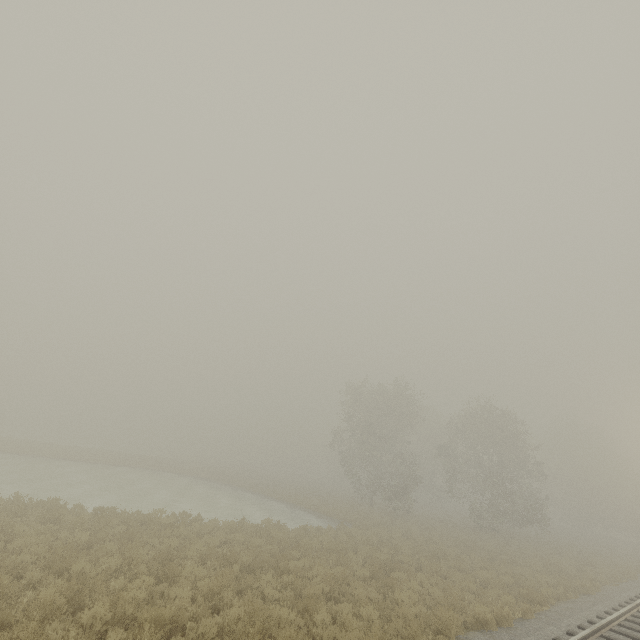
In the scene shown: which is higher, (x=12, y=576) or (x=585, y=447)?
(x=585, y=447)
